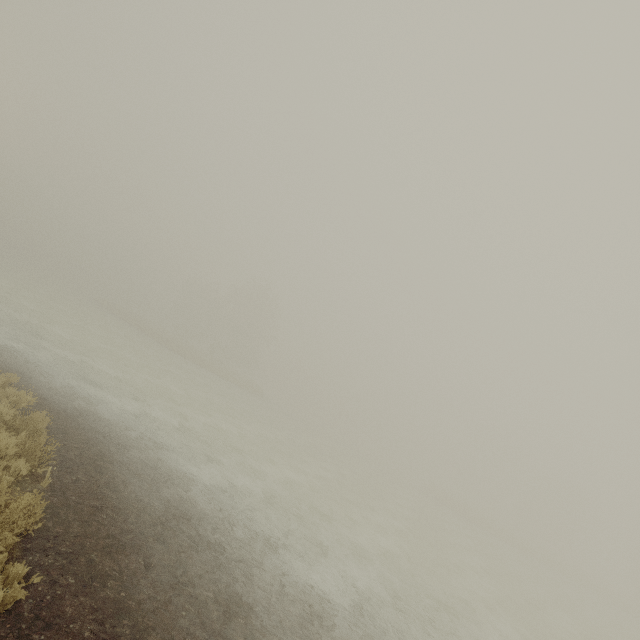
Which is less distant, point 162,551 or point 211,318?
point 162,551
